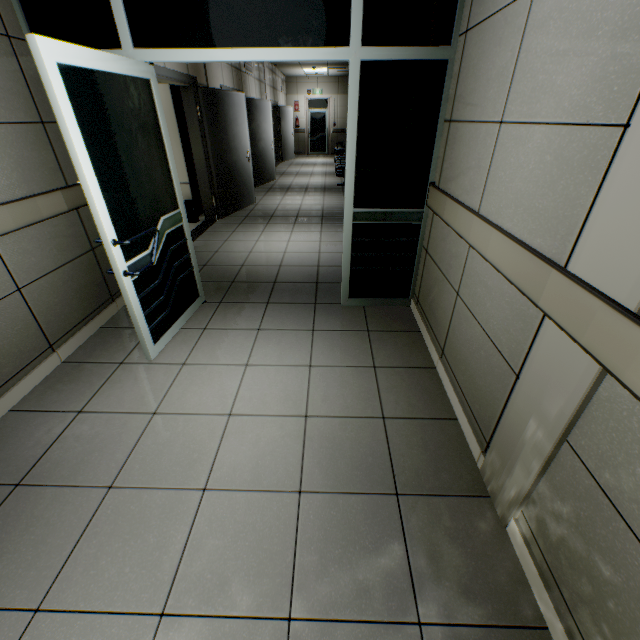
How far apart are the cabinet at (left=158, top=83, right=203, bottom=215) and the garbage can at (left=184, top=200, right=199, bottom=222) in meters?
0.2

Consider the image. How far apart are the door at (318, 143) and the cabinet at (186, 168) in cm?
1268

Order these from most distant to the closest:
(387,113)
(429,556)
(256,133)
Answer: (256,133) < (387,113) < (429,556)

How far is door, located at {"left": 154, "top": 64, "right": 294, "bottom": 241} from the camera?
5.1 meters

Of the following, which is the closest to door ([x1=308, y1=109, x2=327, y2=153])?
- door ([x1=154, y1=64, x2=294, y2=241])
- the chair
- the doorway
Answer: the chair

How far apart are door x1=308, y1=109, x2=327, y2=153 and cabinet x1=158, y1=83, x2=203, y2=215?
12.7 meters

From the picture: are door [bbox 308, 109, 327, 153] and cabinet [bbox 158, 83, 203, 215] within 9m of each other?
no

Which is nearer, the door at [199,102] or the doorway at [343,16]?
the doorway at [343,16]
